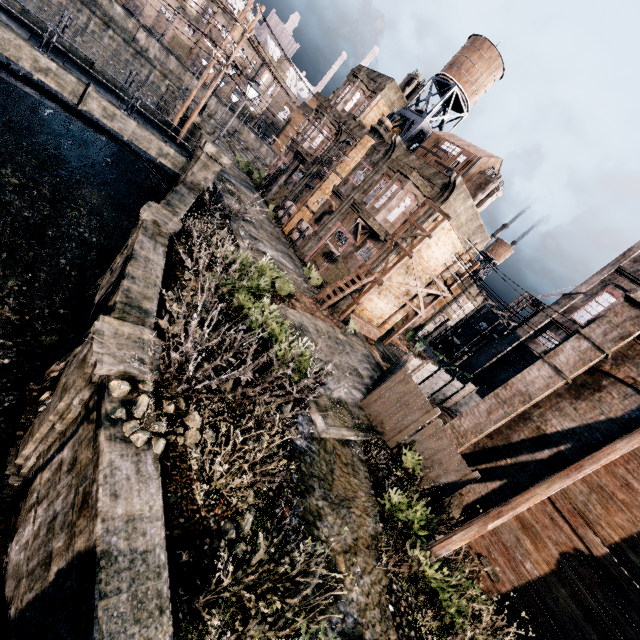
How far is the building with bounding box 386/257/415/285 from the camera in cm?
2403

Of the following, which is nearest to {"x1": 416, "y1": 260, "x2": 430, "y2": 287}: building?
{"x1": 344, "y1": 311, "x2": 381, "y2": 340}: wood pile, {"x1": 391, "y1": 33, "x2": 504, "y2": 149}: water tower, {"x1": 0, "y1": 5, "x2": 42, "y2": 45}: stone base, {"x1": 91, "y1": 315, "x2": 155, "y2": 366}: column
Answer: {"x1": 344, "y1": 311, "x2": 381, "y2": 340}: wood pile

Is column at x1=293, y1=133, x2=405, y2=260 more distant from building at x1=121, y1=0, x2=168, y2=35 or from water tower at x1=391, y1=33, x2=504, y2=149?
building at x1=121, y1=0, x2=168, y2=35

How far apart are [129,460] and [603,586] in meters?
14.4

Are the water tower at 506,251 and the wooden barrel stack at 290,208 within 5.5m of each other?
no

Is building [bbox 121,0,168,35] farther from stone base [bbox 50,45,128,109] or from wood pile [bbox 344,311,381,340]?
wood pile [bbox 344,311,381,340]

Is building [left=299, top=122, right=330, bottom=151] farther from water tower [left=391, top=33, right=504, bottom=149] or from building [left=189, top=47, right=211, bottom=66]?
building [left=189, top=47, right=211, bottom=66]

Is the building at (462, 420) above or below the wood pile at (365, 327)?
above
